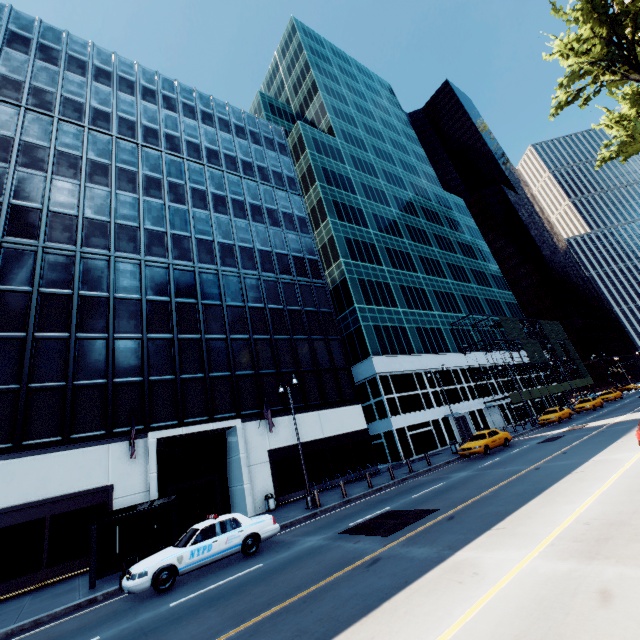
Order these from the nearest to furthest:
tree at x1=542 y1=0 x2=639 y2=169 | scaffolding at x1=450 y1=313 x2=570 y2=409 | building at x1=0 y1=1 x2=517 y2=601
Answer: tree at x1=542 y1=0 x2=639 y2=169
building at x1=0 y1=1 x2=517 y2=601
scaffolding at x1=450 y1=313 x2=570 y2=409

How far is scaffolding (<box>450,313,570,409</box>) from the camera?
45.7m

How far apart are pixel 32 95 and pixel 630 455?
44.5m

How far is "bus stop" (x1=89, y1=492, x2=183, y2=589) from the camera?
12.7 meters

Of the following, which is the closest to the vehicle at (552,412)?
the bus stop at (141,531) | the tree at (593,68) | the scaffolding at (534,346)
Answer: the scaffolding at (534,346)

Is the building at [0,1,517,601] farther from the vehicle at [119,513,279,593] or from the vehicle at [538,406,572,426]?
the vehicle at [538,406,572,426]

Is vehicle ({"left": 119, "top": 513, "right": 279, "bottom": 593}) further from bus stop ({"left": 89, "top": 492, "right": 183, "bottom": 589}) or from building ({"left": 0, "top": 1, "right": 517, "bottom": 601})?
building ({"left": 0, "top": 1, "right": 517, "bottom": 601})

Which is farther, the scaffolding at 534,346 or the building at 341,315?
the scaffolding at 534,346
